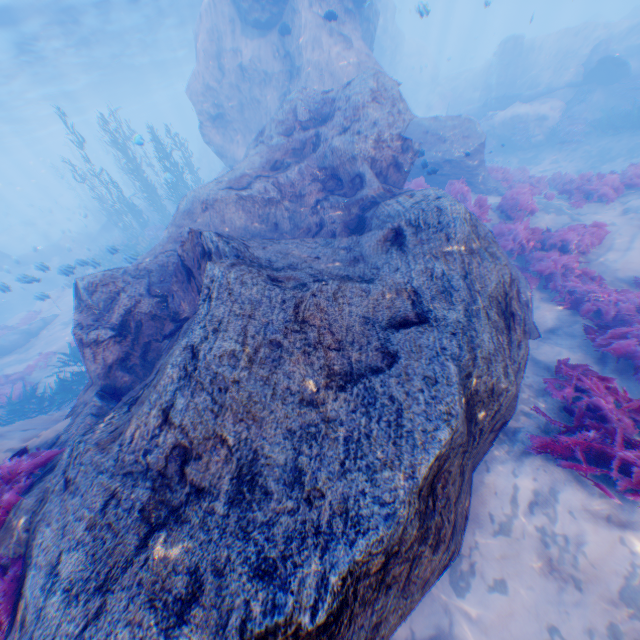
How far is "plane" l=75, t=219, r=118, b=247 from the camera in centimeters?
2766cm

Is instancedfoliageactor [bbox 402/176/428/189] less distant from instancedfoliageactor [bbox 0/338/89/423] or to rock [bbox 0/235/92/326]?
rock [bbox 0/235/92/326]

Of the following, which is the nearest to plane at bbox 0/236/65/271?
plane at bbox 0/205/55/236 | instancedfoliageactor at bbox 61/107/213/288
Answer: instancedfoliageactor at bbox 61/107/213/288

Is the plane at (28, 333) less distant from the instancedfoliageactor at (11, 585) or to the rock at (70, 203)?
the rock at (70, 203)

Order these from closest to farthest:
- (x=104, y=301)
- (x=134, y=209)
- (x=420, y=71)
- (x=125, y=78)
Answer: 1. (x=104, y=301)
2. (x=134, y=209)
3. (x=420, y=71)
4. (x=125, y=78)

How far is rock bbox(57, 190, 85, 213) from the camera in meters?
37.2

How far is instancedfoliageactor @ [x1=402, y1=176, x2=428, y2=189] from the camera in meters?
11.7

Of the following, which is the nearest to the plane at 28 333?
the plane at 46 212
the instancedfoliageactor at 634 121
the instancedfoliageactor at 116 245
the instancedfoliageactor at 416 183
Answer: the instancedfoliageactor at 116 245
